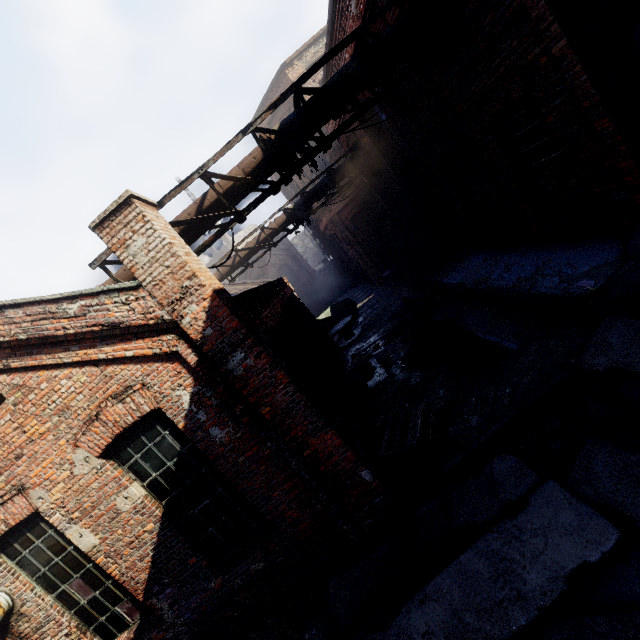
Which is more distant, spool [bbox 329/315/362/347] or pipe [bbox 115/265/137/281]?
spool [bbox 329/315/362/347]

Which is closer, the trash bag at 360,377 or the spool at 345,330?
the trash bag at 360,377

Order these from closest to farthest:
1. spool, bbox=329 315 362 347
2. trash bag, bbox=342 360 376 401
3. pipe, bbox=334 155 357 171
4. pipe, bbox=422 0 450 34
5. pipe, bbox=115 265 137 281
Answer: pipe, bbox=422 0 450 34
pipe, bbox=115 265 137 281
trash bag, bbox=342 360 376 401
pipe, bbox=334 155 357 171
spool, bbox=329 315 362 347

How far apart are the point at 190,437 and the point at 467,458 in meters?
4.5

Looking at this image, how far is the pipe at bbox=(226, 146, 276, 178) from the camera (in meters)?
5.79

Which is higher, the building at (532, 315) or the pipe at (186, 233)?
the pipe at (186, 233)

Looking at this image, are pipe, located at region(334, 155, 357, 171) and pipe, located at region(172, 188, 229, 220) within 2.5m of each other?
no

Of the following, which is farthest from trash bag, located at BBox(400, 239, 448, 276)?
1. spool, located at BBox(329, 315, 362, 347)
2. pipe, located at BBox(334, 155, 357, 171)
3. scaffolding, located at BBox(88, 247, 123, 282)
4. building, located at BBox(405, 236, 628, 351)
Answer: scaffolding, located at BBox(88, 247, 123, 282)
